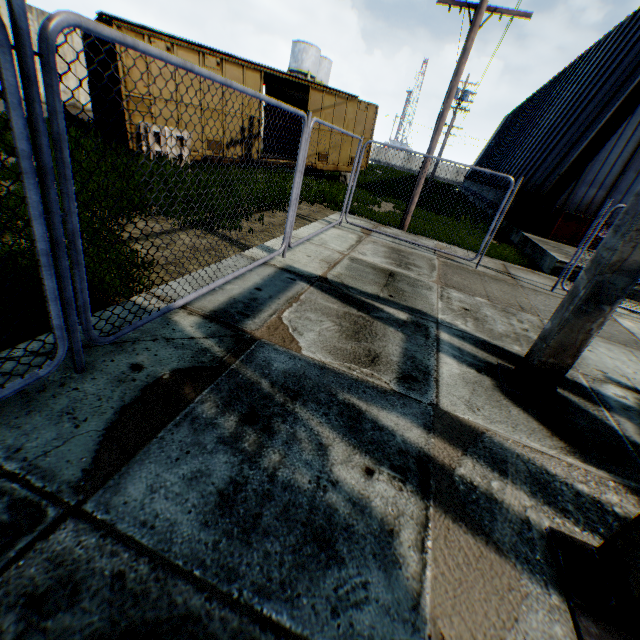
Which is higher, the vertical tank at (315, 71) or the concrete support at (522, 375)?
the vertical tank at (315, 71)

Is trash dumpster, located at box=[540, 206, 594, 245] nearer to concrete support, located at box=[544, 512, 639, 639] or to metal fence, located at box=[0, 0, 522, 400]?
metal fence, located at box=[0, 0, 522, 400]

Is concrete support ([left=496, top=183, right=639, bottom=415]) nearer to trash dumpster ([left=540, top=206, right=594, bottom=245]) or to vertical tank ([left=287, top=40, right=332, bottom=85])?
trash dumpster ([left=540, top=206, right=594, bottom=245])

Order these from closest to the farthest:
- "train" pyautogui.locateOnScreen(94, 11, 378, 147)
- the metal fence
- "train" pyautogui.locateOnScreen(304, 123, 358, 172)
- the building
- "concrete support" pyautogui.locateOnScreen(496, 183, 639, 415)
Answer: the metal fence < "concrete support" pyautogui.locateOnScreen(496, 183, 639, 415) < "train" pyautogui.locateOnScreen(94, 11, 378, 147) < the building < "train" pyautogui.locateOnScreen(304, 123, 358, 172)

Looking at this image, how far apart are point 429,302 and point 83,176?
7.9m

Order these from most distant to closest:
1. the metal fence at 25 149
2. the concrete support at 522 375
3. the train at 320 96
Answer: the train at 320 96, the concrete support at 522 375, the metal fence at 25 149

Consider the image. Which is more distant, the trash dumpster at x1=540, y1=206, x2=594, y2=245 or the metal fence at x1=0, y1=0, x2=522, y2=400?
the trash dumpster at x1=540, y1=206, x2=594, y2=245

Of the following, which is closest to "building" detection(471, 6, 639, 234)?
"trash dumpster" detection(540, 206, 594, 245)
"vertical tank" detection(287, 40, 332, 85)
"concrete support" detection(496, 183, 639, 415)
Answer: "trash dumpster" detection(540, 206, 594, 245)
